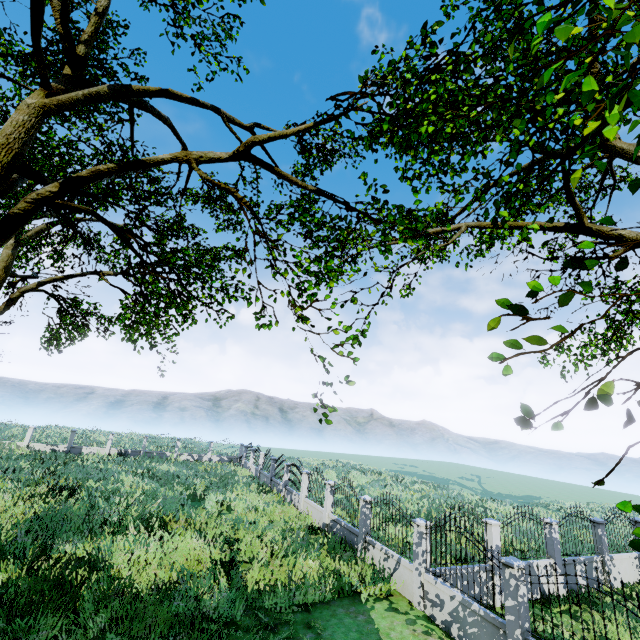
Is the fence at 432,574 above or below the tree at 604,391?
below

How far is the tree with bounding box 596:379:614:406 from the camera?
2.60m

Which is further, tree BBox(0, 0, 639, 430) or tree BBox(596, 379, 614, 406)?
tree BBox(0, 0, 639, 430)

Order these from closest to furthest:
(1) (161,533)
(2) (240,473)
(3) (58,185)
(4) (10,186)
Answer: (3) (58,185) < (4) (10,186) < (1) (161,533) < (2) (240,473)

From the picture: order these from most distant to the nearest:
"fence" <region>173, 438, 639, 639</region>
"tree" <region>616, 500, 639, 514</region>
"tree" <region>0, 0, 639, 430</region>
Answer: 1. "fence" <region>173, 438, 639, 639</region>
2. "tree" <region>0, 0, 639, 430</region>
3. "tree" <region>616, 500, 639, 514</region>

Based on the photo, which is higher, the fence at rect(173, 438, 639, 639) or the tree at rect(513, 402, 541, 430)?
the tree at rect(513, 402, 541, 430)

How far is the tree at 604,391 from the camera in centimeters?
260cm
